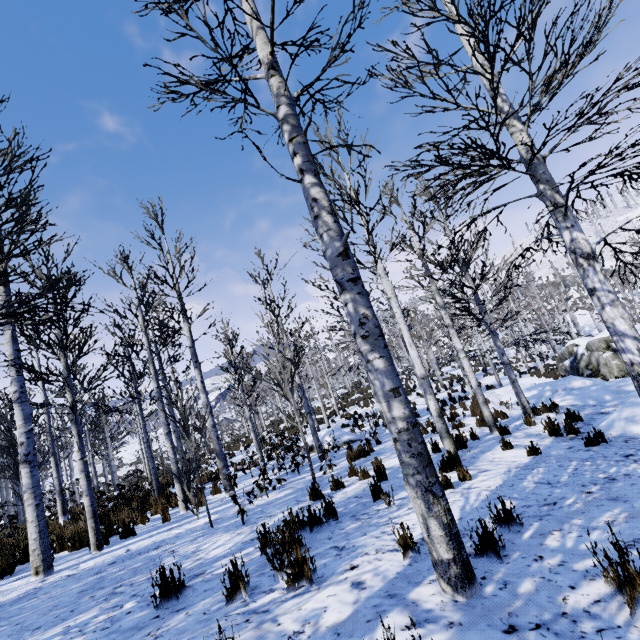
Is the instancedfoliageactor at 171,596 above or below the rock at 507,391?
above

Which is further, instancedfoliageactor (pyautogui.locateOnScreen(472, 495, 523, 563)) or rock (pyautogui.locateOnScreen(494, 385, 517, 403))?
rock (pyautogui.locateOnScreen(494, 385, 517, 403))

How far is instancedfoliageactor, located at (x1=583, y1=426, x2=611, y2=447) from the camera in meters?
6.0

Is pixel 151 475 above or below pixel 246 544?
below

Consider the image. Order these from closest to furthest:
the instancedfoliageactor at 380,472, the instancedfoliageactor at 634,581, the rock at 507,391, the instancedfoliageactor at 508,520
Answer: the instancedfoliageactor at 634,581, the instancedfoliageactor at 508,520, the instancedfoliageactor at 380,472, the rock at 507,391

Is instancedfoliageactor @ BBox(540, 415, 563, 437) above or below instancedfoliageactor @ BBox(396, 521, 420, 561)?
below

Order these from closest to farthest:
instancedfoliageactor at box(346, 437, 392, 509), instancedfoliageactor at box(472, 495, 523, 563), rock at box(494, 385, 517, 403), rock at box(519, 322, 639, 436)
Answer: instancedfoliageactor at box(472, 495, 523, 563) → instancedfoliageactor at box(346, 437, 392, 509) → rock at box(519, 322, 639, 436) → rock at box(494, 385, 517, 403)

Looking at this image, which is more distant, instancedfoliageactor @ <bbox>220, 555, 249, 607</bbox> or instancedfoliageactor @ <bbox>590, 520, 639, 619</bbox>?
instancedfoliageactor @ <bbox>220, 555, 249, 607</bbox>
